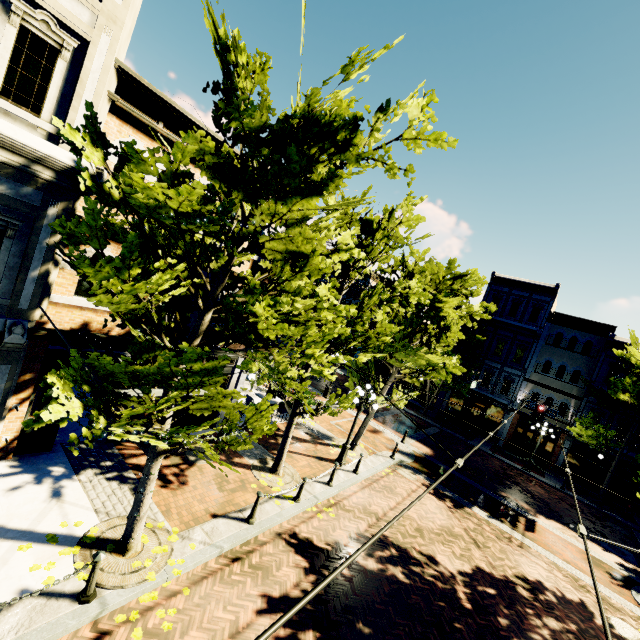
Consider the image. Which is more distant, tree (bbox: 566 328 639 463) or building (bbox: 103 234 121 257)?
tree (bbox: 566 328 639 463)

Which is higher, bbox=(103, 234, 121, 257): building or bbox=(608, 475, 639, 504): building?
bbox=(103, 234, 121, 257): building

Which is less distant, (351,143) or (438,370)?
(351,143)

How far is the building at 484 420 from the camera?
28.1m

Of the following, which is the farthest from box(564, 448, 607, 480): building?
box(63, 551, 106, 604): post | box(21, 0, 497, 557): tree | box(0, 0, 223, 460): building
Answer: box(63, 551, 106, 604): post

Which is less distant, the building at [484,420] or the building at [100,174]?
the building at [100,174]

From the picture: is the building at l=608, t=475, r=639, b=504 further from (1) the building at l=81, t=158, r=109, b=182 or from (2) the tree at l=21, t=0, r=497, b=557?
(1) the building at l=81, t=158, r=109, b=182

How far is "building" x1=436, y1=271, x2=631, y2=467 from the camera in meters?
24.6 m
